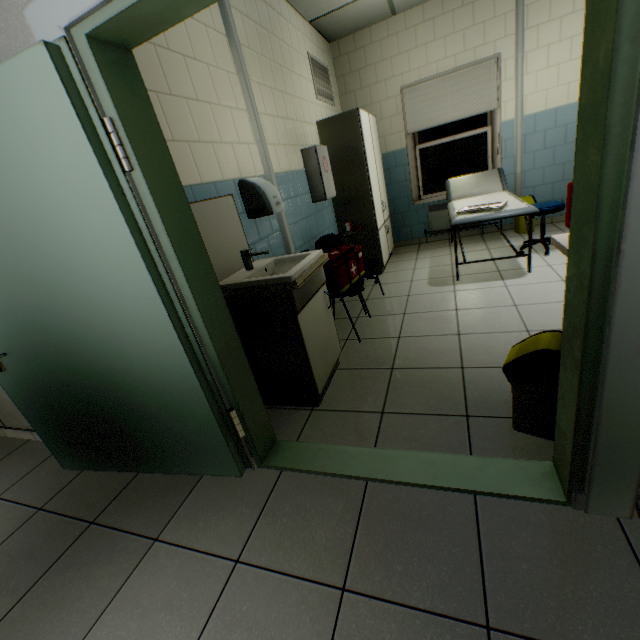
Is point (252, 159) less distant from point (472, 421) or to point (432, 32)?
point (472, 421)

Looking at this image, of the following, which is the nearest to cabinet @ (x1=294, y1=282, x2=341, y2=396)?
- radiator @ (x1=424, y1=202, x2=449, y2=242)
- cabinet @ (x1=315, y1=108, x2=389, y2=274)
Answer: cabinet @ (x1=315, y1=108, x2=389, y2=274)

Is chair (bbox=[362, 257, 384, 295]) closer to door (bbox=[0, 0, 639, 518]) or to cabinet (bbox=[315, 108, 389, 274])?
cabinet (bbox=[315, 108, 389, 274])

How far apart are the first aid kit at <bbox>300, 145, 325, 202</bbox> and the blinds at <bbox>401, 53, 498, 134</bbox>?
2.4 meters

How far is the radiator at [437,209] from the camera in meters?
5.4

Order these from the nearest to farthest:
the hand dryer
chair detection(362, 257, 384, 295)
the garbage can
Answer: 1. the garbage can
2. the hand dryer
3. chair detection(362, 257, 384, 295)

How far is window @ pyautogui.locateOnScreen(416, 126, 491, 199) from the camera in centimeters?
502cm

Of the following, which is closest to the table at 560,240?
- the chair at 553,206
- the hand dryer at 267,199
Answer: the hand dryer at 267,199
